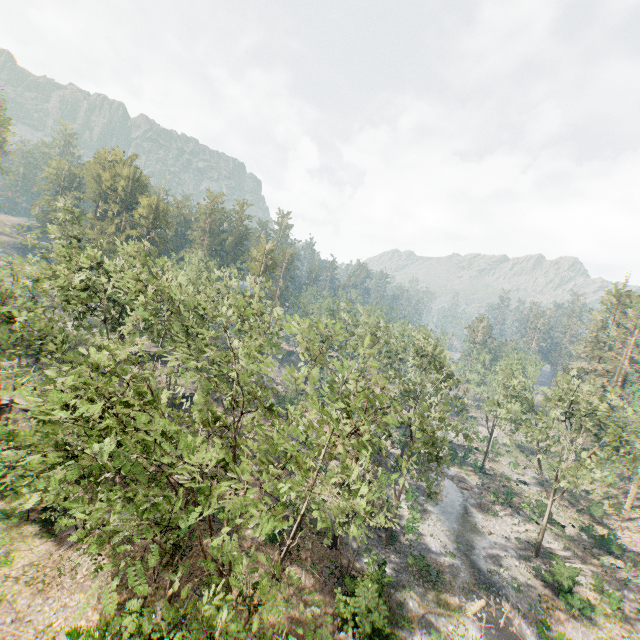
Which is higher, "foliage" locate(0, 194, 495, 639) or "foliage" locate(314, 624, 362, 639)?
"foliage" locate(0, 194, 495, 639)

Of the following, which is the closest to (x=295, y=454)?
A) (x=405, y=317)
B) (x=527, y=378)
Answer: (x=527, y=378)

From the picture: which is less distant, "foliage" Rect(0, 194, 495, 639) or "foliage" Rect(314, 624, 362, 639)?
"foliage" Rect(0, 194, 495, 639)

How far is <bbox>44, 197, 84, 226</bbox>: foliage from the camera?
30.33m

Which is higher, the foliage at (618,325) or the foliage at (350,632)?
the foliage at (618,325)

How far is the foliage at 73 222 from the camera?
30.3m

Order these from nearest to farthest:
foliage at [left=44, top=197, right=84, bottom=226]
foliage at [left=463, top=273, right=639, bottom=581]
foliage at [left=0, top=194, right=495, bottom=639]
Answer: foliage at [left=0, top=194, right=495, bottom=639]
foliage at [left=463, top=273, right=639, bottom=581]
foliage at [left=44, top=197, right=84, bottom=226]
